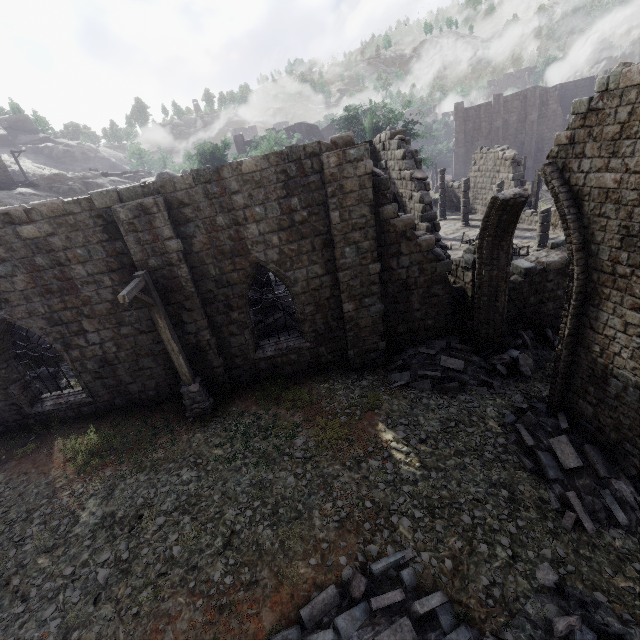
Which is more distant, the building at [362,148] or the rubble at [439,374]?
the rubble at [439,374]

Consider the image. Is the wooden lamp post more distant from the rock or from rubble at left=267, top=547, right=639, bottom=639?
the rock

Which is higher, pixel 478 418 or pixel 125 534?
pixel 125 534

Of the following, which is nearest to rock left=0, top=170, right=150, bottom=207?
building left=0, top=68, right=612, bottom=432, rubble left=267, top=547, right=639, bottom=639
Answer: building left=0, top=68, right=612, bottom=432

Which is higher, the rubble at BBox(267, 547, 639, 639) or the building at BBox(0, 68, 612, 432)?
the building at BBox(0, 68, 612, 432)

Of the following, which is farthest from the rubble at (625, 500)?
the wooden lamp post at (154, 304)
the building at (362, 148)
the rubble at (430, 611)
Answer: the wooden lamp post at (154, 304)

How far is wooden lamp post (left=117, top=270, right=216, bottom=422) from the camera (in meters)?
7.75
